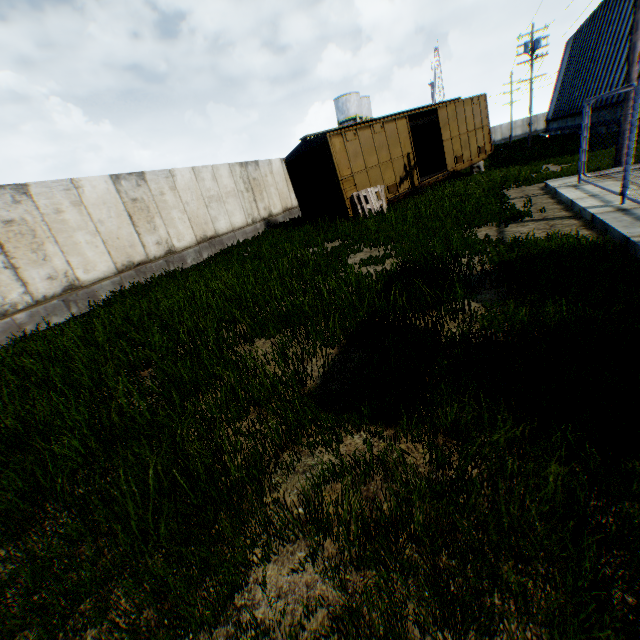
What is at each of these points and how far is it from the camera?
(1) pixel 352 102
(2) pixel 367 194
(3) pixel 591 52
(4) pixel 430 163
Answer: (1) vertical tank, 48.7 meters
(2) wooden pallet, 13.3 meters
(3) building, 32.6 meters
(4) train, 21.2 meters

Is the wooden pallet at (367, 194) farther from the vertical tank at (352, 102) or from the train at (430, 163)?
the vertical tank at (352, 102)

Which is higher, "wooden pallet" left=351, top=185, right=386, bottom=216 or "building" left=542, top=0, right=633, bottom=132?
"building" left=542, top=0, right=633, bottom=132

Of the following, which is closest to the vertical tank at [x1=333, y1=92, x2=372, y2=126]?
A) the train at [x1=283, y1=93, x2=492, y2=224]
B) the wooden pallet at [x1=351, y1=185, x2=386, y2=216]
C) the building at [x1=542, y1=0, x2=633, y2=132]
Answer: the building at [x1=542, y1=0, x2=633, y2=132]

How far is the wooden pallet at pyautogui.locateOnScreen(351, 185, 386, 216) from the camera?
13.2m

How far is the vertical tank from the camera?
48.6m

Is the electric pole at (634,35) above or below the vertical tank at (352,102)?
below

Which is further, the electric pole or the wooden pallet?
the wooden pallet
